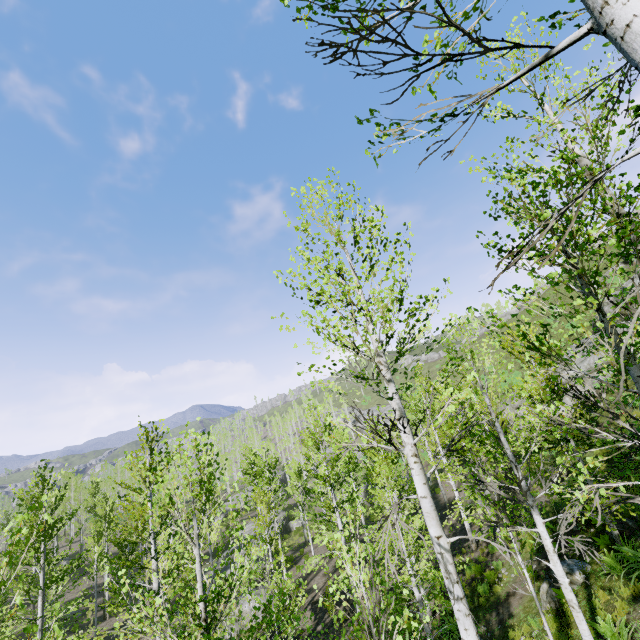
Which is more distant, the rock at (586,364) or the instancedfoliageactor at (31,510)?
the rock at (586,364)

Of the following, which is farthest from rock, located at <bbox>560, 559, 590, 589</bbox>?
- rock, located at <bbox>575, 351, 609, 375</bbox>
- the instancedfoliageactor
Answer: rock, located at <bbox>575, 351, 609, 375</bbox>

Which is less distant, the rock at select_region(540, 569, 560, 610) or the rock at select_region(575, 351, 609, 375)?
the rock at select_region(540, 569, 560, 610)

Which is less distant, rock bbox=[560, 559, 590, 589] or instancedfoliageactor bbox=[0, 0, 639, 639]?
instancedfoliageactor bbox=[0, 0, 639, 639]

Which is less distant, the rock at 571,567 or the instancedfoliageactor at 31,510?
the instancedfoliageactor at 31,510

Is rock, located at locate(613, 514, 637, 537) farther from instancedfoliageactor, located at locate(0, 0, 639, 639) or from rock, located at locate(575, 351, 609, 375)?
rock, located at locate(575, 351, 609, 375)

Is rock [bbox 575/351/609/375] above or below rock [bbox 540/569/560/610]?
above

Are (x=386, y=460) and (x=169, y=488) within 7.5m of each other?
no
